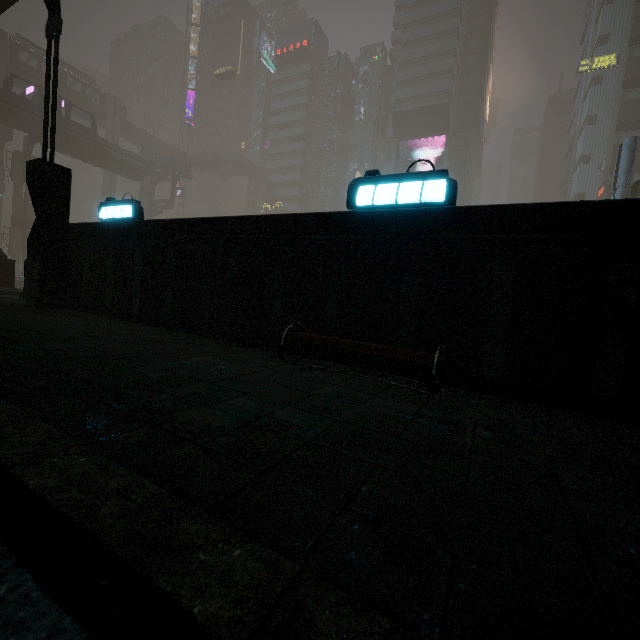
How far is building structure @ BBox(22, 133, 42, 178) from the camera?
37.7 meters

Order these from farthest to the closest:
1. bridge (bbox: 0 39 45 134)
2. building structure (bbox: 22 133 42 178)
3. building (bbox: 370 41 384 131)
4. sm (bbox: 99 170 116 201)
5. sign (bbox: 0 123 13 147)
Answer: building (bbox: 370 41 384 131)
sm (bbox: 99 170 116 201)
sign (bbox: 0 123 13 147)
building structure (bbox: 22 133 42 178)
bridge (bbox: 0 39 45 134)

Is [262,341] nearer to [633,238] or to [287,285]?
[287,285]

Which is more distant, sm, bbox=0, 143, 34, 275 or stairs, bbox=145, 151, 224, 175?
stairs, bbox=145, 151, 224, 175

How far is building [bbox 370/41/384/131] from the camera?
59.19m

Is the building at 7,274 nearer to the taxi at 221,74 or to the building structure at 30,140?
the taxi at 221,74

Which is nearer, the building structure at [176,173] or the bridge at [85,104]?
the bridge at [85,104]

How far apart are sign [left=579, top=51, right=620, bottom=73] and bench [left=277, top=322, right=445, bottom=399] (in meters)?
74.00
